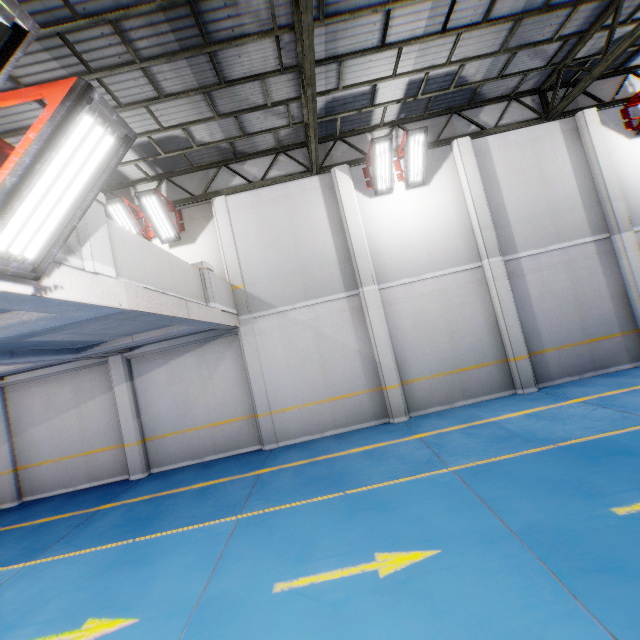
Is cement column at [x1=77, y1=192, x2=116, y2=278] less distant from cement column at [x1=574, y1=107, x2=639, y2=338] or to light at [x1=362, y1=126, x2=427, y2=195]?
light at [x1=362, y1=126, x2=427, y2=195]

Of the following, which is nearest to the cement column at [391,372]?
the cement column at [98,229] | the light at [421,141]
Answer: the light at [421,141]

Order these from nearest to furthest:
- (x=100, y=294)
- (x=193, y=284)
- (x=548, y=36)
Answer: (x=100, y=294), (x=193, y=284), (x=548, y=36)

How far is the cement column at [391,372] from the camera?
9.5 meters

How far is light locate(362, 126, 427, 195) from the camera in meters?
9.0 m

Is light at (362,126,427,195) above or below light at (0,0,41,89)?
above

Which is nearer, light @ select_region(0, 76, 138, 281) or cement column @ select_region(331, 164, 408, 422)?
light @ select_region(0, 76, 138, 281)

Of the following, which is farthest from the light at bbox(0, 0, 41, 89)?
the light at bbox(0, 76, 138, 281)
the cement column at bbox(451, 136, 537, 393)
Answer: the cement column at bbox(451, 136, 537, 393)
